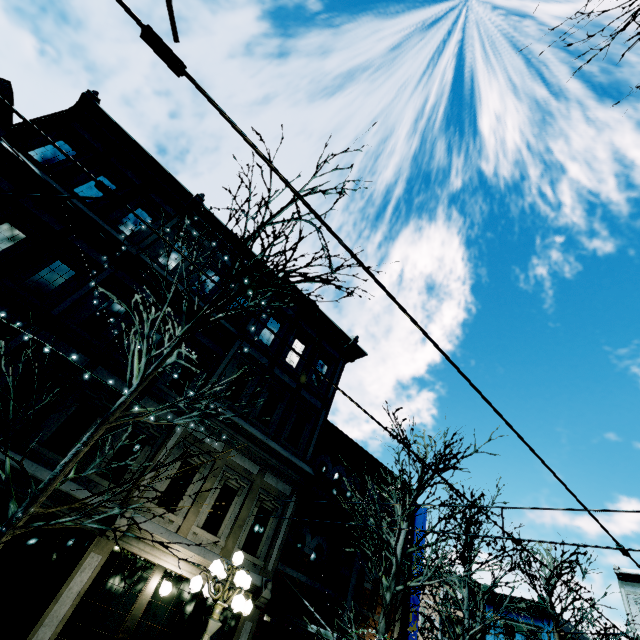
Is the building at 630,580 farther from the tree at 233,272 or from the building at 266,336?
the tree at 233,272

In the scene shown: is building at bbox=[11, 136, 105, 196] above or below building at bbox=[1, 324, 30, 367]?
above

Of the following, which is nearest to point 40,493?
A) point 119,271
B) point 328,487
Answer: point 119,271

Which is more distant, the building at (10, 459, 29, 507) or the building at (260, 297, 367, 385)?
the building at (260, 297, 367, 385)

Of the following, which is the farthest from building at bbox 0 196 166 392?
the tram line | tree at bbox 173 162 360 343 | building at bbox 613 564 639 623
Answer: building at bbox 613 564 639 623

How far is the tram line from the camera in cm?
173

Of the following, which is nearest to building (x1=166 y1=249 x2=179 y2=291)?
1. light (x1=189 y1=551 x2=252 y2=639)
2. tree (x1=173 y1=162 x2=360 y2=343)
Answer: tree (x1=173 y1=162 x2=360 y2=343)

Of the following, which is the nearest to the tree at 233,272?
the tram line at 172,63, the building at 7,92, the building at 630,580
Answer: the building at 7,92
